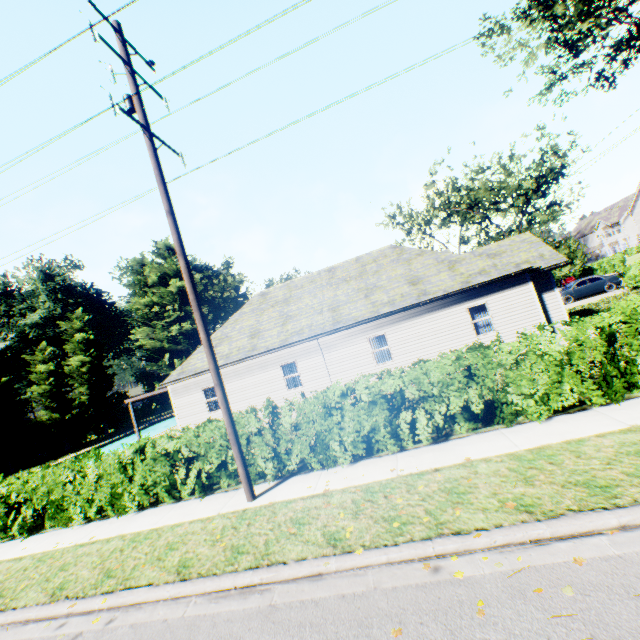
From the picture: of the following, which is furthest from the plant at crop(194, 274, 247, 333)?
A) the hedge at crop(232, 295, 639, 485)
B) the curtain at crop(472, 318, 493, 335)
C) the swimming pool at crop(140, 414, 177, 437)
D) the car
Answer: the curtain at crop(472, 318, 493, 335)

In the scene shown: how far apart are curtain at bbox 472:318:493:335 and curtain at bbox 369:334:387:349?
4.0m

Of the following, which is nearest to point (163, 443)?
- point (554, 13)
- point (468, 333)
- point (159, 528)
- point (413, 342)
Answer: point (159, 528)

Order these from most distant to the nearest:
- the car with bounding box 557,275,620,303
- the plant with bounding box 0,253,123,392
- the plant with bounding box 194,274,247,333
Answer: the plant with bounding box 194,274,247,333, the plant with bounding box 0,253,123,392, the car with bounding box 557,275,620,303

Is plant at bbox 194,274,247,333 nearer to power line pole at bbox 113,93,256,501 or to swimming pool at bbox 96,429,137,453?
swimming pool at bbox 96,429,137,453

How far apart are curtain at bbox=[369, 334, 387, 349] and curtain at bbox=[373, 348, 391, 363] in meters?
0.1 m

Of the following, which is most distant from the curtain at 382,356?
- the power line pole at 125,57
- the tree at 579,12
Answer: the tree at 579,12

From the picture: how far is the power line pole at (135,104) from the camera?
7.1m
